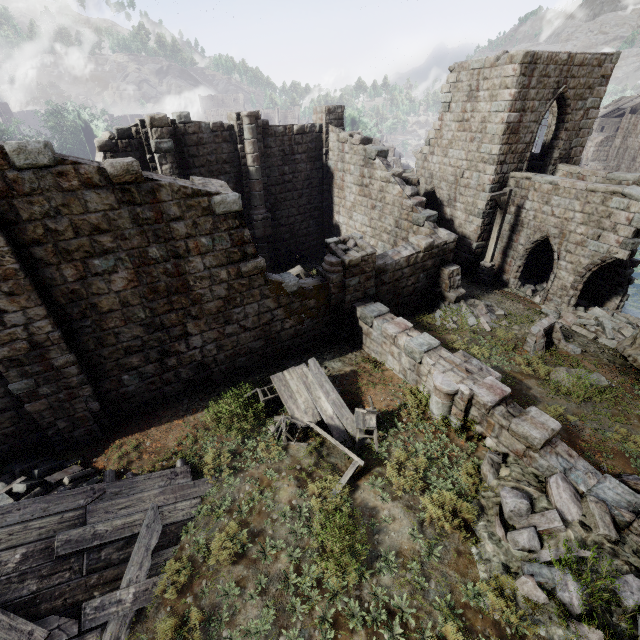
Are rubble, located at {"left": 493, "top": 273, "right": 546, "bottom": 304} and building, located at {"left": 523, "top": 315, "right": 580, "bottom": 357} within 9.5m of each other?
yes

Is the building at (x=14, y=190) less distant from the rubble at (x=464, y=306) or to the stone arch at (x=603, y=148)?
the rubble at (x=464, y=306)

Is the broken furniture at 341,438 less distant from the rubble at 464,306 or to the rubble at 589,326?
the rubble at 464,306

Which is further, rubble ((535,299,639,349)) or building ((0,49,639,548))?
rubble ((535,299,639,349))

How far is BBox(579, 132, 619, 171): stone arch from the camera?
42.9m

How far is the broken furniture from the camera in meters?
8.0

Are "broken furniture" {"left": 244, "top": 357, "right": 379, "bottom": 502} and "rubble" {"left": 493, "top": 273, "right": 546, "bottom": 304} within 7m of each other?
no

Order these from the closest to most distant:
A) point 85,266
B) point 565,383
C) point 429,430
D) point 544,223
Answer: point 85,266, point 429,430, point 565,383, point 544,223
